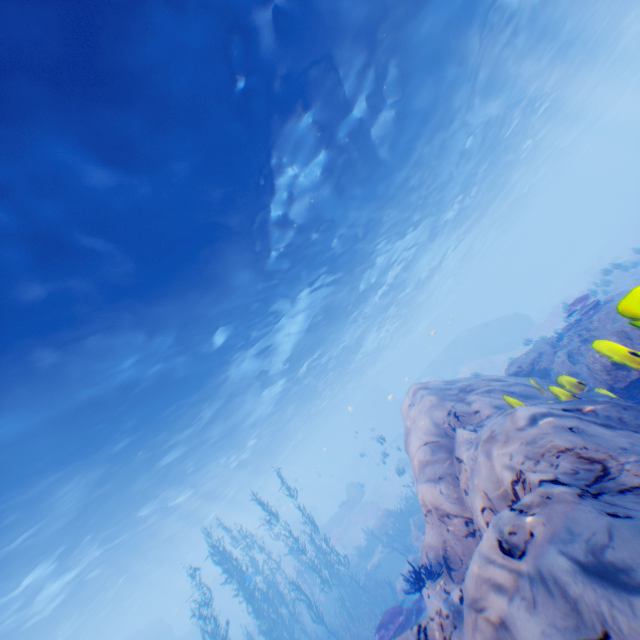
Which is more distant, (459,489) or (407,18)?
(407,18)

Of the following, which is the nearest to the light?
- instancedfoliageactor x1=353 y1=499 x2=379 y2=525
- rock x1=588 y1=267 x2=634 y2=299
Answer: rock x1=588 y1=267 x2=634 y2=299

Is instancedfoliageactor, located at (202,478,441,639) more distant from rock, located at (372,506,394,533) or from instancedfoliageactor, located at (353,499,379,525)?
instancedfoliageactor, located at (353,499,379,525)

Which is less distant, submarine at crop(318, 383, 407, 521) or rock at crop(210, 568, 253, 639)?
rock at crop(210, 568, 253, 639)

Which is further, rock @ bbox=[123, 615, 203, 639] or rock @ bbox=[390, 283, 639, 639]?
rock @ bbox=[123, 615, 203, 639]

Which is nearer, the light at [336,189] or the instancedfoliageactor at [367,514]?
the light at [336,189]

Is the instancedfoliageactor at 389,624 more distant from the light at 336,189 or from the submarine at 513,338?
the light at 336,189

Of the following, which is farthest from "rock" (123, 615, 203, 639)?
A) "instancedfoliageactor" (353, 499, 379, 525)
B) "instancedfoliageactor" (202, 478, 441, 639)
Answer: "instancedfoliageactor" (353, 499, 379, 525)
